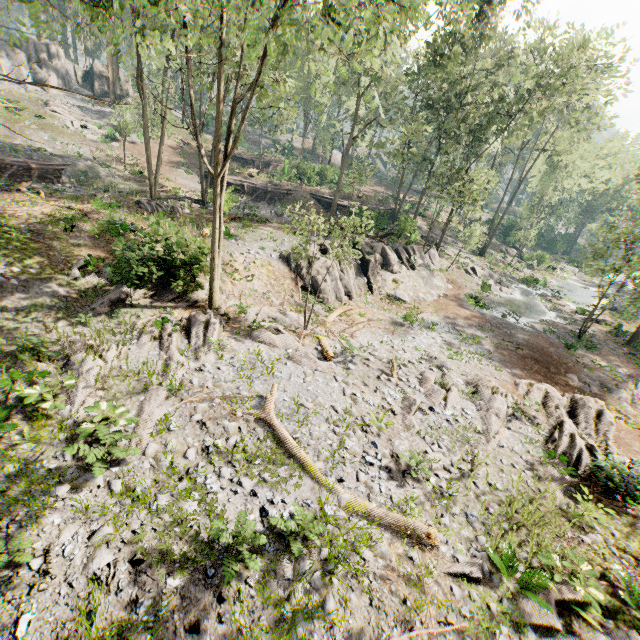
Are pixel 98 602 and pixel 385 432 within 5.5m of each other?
no

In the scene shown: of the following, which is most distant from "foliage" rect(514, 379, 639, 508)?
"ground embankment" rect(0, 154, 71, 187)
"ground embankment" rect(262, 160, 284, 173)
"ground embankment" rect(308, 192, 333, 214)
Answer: "ground embankment" rect(262, 160, 284, 173)

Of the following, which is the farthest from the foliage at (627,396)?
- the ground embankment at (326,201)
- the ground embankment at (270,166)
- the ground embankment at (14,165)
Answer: the ground embankment at (270,166)

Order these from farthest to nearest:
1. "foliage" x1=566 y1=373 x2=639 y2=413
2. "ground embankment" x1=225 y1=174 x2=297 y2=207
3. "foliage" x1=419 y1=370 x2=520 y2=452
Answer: "ground embankment" x1=225 y1=174 x2=297 y2=207
"foliage" x1=566 y1=373 x2=639 y2=413
"foliage" x1=419 y1=370 x2=520 y2=452

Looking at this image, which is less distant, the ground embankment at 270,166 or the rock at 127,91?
the ground embankment at 270,166

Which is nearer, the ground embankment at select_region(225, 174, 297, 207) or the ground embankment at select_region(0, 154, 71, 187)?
the ground embankment at select_region(0, 154, 71, 187)

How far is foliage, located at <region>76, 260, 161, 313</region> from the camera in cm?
1383
